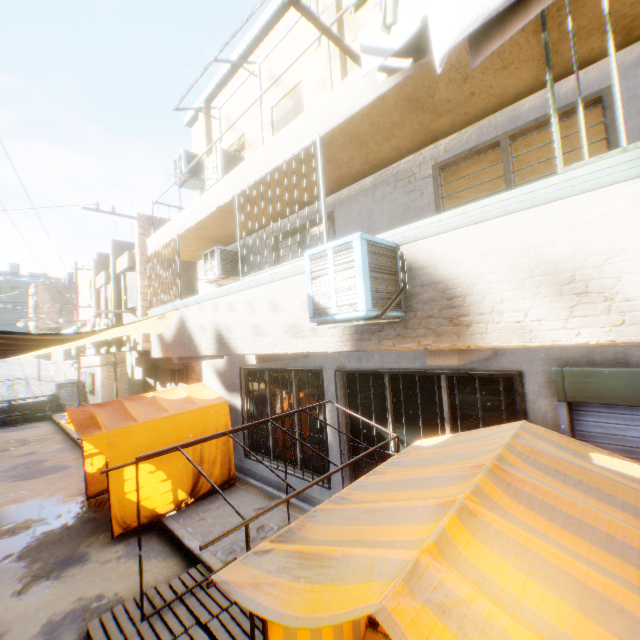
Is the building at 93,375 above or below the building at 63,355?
below

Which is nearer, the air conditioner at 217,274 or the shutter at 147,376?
the air conditioner at 217,274

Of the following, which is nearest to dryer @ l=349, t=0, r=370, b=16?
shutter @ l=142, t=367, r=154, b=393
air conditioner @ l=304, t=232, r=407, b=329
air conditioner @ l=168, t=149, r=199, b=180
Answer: air conditioner @ l=304, t=232, r=407, b=329

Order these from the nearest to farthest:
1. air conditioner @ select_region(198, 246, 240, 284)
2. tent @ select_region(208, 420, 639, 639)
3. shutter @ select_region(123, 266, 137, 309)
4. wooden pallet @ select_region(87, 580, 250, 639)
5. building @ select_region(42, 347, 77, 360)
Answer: tent @ select_region(208, 420, 639, 639), wooden pallet @ select_region(87, 580, 250, 639), air conditioner @ select_region(198, 246, 240, 284), shutter @ select_region(123, 266, 137, 309), building @ select_region(42, 347, 77, 360)

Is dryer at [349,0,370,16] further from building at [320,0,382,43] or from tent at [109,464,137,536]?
tent at [109,464,137,536]

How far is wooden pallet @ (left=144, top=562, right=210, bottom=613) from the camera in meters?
4.7

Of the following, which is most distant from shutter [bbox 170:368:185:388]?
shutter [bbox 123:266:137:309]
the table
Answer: the table

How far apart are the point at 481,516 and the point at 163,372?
15.5m
